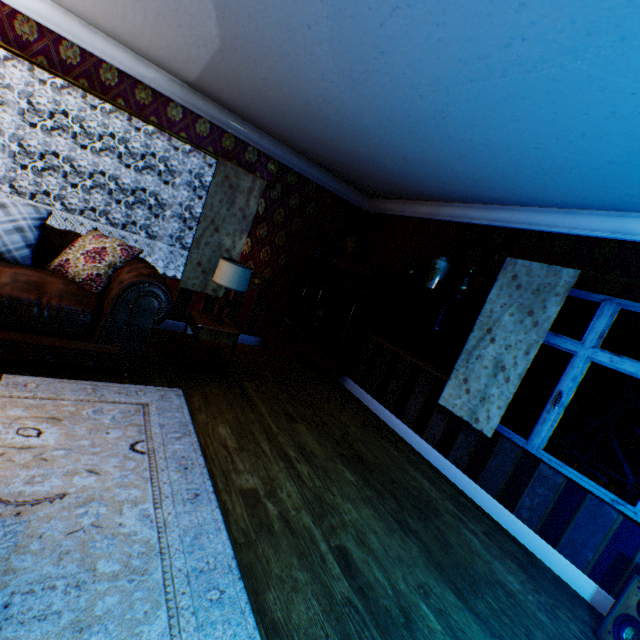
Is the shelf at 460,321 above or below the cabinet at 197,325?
above

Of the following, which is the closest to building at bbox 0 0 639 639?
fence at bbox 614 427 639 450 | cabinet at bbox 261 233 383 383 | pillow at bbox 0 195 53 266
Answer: cabinet at bbox 261 233 383 383

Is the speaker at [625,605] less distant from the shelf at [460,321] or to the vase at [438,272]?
the shelf at [460,321]

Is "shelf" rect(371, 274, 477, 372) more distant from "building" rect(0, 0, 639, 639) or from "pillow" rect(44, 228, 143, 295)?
"pillow" rect(44, 228, 143, 295)

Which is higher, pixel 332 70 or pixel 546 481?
pixel 332 70

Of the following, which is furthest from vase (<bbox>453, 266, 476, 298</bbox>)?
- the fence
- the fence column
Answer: the fence

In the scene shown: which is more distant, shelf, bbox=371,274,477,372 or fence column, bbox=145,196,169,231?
fence column, bbox=145,196,169,231

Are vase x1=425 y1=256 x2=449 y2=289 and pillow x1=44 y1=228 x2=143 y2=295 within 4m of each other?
yes
